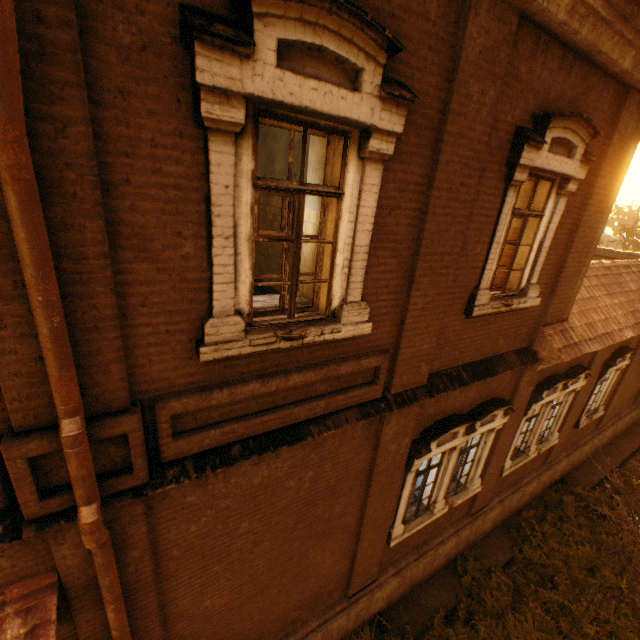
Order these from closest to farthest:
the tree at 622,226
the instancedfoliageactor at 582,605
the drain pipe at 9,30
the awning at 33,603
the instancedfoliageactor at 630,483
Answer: the drain pipe at 9,30, the awning at 33,603, the instancedfoliageactor at 582,605, the instancedfoliageactor at 630,483, the tree at 622,226

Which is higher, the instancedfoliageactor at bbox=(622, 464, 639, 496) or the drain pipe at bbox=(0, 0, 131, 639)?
the drain pipe at bbox=(0, 0, 131, 639)

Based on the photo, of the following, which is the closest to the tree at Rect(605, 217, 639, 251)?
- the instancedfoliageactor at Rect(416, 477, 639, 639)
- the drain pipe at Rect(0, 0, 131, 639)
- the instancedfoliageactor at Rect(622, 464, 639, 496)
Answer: the instancedfoliageactor at Rect(416, 477, 639, 639)

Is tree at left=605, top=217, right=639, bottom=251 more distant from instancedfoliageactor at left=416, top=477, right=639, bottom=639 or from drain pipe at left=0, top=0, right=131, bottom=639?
drain pipe at left=0, top=0, right=131, bottom=639

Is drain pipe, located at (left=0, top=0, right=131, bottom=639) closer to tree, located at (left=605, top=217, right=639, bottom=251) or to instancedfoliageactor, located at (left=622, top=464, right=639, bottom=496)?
tree, located at (left=605, top=217, right=639, bottom=251)

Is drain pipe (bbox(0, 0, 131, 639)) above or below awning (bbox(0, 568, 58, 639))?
above

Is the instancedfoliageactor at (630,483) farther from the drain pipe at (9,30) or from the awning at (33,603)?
the awning at (33,603)

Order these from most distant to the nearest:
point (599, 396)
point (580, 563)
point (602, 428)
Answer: point (602, 428), point (599, 396), point (580, 563)
